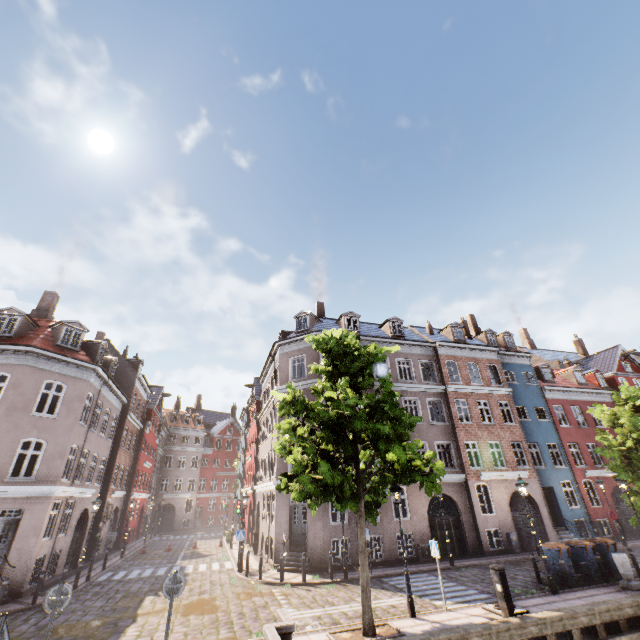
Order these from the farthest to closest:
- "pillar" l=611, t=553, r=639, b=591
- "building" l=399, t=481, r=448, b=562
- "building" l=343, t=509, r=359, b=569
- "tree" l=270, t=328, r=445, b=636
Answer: "building" l=399, t=481, r=448, b=562 < "building" l=343, t=509, r=359, b=569 < "pillar" l=611, t=553, r=639, b=591 < "tree" l=270, t=328, r=445, b=636

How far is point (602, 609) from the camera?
10.2 meters

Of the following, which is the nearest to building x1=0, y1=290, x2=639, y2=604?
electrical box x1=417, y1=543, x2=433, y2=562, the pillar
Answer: electrical box x1=417, y1=543, x2=433, y2=562

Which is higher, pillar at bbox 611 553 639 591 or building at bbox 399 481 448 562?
building at bbox 399 481 448 562

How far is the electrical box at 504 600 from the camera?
9.86m

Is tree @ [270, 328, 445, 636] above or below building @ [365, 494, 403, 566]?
above

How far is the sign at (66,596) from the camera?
7.2m

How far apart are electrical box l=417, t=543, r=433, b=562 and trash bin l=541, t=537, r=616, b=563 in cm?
679
